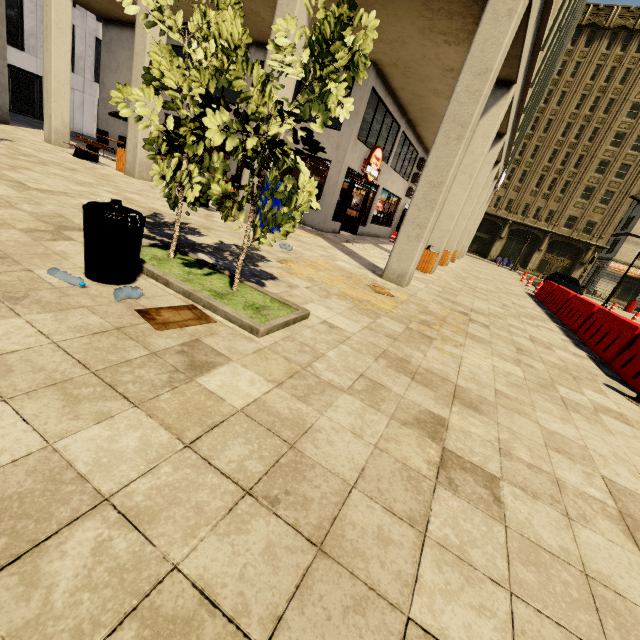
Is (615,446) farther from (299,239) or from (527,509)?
(299,239)

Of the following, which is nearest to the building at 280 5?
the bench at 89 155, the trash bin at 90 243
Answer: the bench at 89 155

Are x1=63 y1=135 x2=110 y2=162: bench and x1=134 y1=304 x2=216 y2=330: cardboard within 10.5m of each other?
no

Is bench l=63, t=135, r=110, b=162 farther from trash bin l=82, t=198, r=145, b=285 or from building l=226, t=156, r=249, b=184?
trash bin l=82, t=198, r=145, b=285

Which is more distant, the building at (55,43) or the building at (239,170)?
the building at (55,43)

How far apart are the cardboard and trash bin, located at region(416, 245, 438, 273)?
9.5m

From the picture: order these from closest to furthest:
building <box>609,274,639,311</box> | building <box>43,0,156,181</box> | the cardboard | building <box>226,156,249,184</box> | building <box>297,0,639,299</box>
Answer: the cardboard < building <box>297,0,639,299</box> < building <box>226,156,249,184</box> < building <box>43,0,156,181</box> < building <box>609,274,639,311</box>

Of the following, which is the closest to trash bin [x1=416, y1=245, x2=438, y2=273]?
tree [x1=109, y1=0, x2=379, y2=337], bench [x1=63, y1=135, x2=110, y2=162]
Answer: tree [x1=109, y1=0, x2=379, y2=337]
